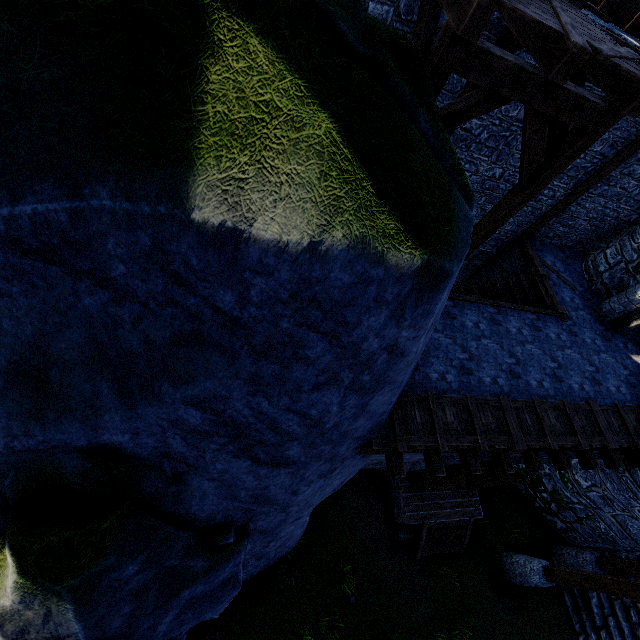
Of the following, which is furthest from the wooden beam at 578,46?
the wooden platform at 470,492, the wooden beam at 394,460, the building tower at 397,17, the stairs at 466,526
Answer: the stairs at 466,526

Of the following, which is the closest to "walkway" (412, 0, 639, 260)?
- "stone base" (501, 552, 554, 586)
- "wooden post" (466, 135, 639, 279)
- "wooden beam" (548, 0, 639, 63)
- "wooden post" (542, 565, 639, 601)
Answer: "wooden beam" (548, 0, 639, 63)

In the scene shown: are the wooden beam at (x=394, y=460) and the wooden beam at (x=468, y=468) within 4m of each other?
yes

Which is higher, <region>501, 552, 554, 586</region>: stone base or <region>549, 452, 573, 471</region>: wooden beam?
<region>549, 452, 573, 471</region>: wooden beam

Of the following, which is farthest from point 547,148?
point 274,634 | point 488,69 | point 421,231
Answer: point 274,634

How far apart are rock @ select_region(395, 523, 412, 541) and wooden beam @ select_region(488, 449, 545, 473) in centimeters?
444cm

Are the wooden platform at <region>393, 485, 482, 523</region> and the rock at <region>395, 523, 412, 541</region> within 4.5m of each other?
yes

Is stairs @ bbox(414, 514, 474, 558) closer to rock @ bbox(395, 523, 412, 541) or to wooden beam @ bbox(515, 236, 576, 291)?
rock @ bbox(395, 523, 412, 541)
